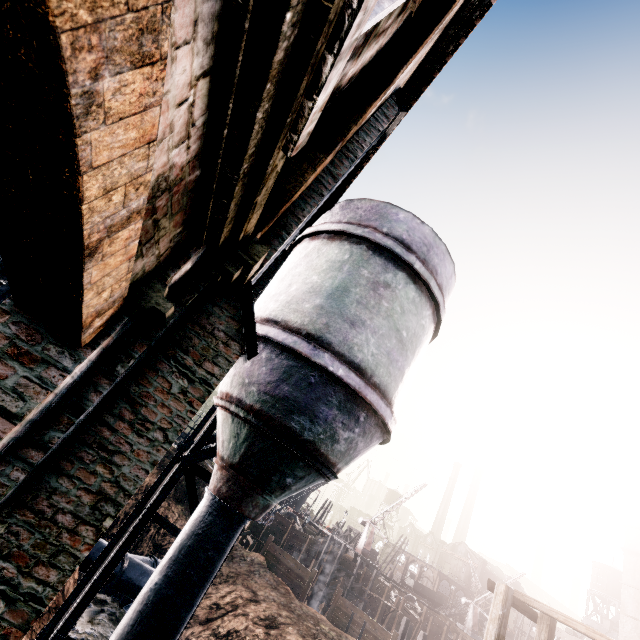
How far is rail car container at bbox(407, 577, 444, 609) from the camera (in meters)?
55.94

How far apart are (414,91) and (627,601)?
29.51m

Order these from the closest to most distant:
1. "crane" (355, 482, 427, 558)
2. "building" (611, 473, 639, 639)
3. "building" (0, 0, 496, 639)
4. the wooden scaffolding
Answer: "building" (0, 0, 496, 639) < the wooden scaffolding < "building" (611, 473, 639, 639) < "crane" (355, 482, 427, 558)

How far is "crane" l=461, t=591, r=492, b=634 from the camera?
53.9 meters

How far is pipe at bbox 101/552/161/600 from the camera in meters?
18.5

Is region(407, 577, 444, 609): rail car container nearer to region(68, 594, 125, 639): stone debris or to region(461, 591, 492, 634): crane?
region(461, 591, 492, 634): crane

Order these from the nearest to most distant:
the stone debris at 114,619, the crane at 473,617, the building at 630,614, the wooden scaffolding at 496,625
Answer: the wooden scaffolding at 496,625, the stone debris at 114,619, the building at 630,614, the crane at 473,617

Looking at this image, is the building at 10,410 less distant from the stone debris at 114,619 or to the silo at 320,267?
the silo at 320,267
